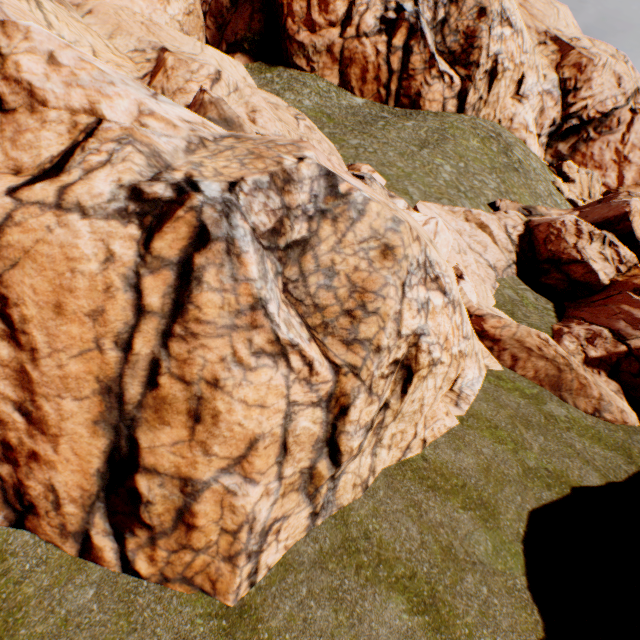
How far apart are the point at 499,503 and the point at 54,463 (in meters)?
11.19
